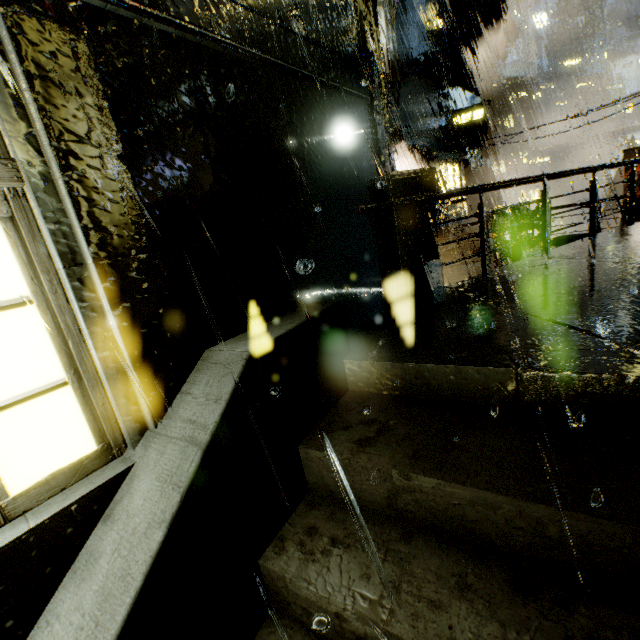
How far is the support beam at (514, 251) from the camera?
9.6m

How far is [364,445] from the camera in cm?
201

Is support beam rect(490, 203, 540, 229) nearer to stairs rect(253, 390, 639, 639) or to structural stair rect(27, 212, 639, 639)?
structural stair rect(27, 212, 639, 639)

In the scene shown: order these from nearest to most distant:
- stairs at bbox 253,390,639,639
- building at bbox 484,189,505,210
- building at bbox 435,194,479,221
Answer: stairs at bbox 253,390,639,639 → building at bbox 435,194,479,221 → building at bbox 484,189,505,210

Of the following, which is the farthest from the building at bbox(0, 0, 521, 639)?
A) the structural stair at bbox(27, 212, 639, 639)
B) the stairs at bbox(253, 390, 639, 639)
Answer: the stairs at bbox(253, 390, 639, 639)

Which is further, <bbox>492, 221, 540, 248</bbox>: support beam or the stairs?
<bbox>492, 221, 540, 248</bbox>: support beam

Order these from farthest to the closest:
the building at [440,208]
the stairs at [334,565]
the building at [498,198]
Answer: the building at [498,198], the building at [440,208], the stairs at [334,565]

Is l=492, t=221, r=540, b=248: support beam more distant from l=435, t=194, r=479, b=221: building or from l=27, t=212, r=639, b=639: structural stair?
l=27, t=212, r=639, b=639: structural stair
